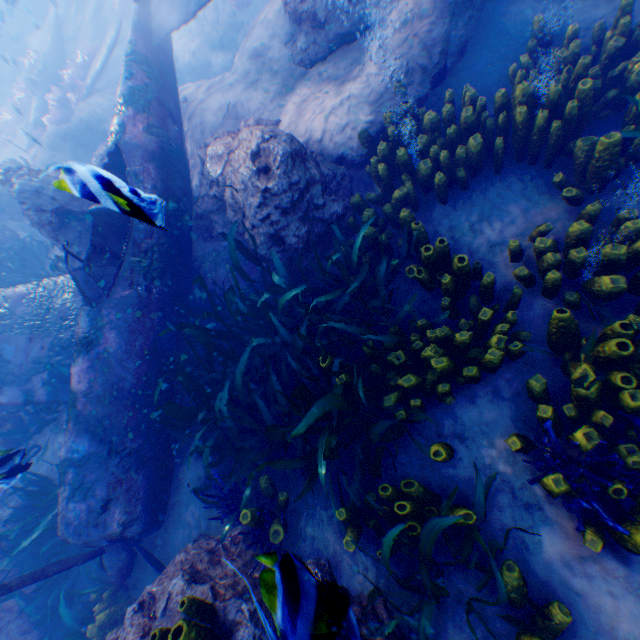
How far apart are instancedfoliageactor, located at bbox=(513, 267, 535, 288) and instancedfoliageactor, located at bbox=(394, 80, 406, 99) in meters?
2.9

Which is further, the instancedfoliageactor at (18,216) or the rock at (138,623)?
the instancedfoliageactor at (18,216)

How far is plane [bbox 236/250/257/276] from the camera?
5.3m

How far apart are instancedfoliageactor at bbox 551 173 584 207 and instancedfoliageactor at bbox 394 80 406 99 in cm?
212

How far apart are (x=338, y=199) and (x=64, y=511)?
5.3 meters

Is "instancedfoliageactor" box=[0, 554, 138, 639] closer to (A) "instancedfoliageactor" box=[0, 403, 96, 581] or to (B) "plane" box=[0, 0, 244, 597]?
(B) "plane" box=[0, 0, 244, 597]

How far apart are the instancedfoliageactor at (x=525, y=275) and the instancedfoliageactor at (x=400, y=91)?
2.9 meters

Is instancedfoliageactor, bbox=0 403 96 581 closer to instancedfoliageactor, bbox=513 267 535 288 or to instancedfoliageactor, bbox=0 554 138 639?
instancedfoliageactor, bbox=513 267 535 288
